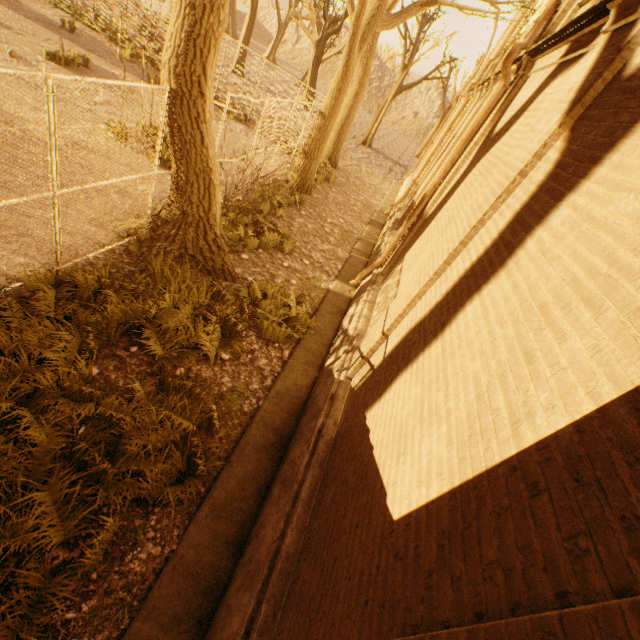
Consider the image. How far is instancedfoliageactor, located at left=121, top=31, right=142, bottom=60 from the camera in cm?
1515

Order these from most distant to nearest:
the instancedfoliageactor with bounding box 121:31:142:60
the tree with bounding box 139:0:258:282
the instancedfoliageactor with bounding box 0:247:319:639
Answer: the instancedfoliageactor with bounding box 121:31:142:60
the tree with bounding box 139:0:258:282
the instancedfoliageactor with bounding box 0:247:319:639

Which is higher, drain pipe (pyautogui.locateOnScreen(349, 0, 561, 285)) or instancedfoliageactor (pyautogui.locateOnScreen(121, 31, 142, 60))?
drain pipe (pyautogui.locateOnScreen(349, 0, 561, 285))

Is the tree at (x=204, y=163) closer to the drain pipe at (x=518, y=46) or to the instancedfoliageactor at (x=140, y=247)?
the instancedfoliageactor at (x=140, y=247)

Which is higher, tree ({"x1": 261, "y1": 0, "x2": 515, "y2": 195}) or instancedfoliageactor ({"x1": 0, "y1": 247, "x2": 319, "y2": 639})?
tree ({"x1": 261, "y1": 0, "x2": 515, "y2": 195})

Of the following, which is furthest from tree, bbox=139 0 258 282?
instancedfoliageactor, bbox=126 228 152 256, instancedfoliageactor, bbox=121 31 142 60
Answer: instancedfoliageactor, bbox=121 31 142 60

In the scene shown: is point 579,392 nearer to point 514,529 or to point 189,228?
point 514,529
